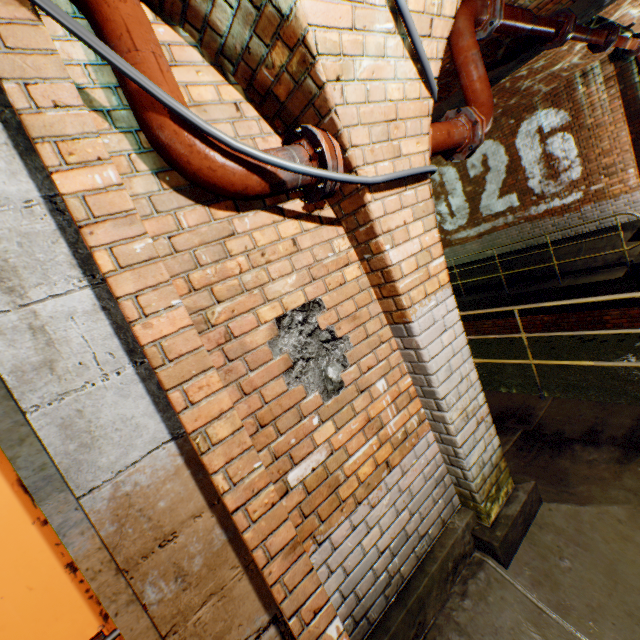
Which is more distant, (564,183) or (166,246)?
(564,183)

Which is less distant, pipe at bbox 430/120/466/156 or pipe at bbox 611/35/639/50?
pipe at bbox 430/120/466/156

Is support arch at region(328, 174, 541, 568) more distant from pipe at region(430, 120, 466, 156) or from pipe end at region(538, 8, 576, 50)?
pipe end at region(538, 8, 576, 50)

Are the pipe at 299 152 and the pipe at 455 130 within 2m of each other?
yes

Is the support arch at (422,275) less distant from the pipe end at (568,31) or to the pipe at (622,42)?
the pipe end at (568,31)

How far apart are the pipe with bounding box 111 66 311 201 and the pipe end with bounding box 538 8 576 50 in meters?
4.7

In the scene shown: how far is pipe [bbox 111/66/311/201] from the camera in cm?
127

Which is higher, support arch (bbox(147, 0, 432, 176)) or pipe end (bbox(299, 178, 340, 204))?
support arch (bbox(147, 0, 432, 176))
